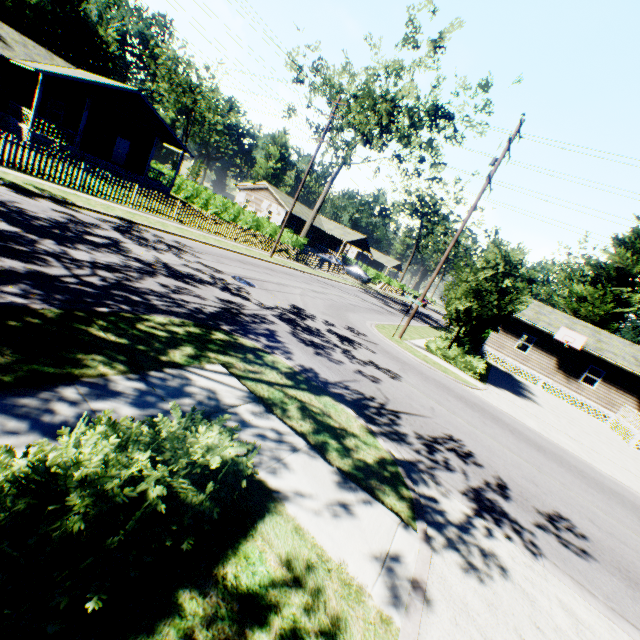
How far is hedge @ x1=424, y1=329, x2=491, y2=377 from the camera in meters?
17.0

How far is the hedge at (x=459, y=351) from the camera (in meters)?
Answer: 17.02

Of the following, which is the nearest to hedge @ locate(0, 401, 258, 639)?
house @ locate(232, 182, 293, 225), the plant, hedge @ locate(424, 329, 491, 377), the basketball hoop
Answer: hedge @ locate(424, 329, 491, 377)

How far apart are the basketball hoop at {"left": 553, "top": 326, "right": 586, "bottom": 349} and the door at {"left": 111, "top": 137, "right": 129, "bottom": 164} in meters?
39.7 m

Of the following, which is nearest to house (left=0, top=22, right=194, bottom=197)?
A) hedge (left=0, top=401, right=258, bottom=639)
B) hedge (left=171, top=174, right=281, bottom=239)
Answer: hedge (left=171, top=174, right=281, bottom=239)

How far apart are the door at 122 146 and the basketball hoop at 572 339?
39.7m

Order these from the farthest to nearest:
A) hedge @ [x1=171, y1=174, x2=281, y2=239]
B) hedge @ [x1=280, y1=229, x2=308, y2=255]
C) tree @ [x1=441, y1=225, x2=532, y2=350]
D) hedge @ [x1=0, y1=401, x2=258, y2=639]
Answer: hedge @ [x1=171, y1=174, x2=281, y2=239] < hedge @ [x1=280, y1=229, x2=308, y2=255] < tree @ [x1=441, y1=225, x2=532, y2=350] < hedge @ [x1=0, y1=401, x2=258, y2=639]

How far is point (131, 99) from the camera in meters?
23.7 m
